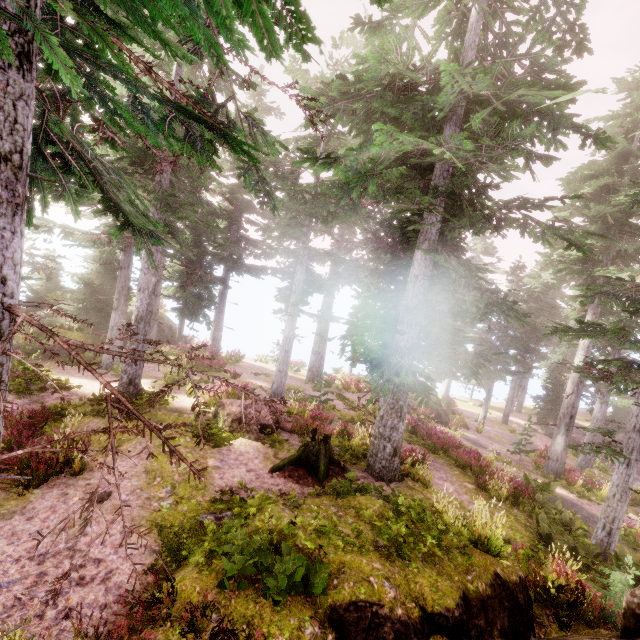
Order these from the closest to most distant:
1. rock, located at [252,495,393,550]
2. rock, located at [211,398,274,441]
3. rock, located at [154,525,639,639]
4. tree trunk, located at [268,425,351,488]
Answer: rock, located at [154,525,639,639] < rock, located at [252,495,393,550] < tree trunk, located at [268,425,351,488] < rock, located at [211,398,274,441]

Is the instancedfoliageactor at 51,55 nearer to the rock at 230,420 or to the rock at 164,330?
the rock at 164,330

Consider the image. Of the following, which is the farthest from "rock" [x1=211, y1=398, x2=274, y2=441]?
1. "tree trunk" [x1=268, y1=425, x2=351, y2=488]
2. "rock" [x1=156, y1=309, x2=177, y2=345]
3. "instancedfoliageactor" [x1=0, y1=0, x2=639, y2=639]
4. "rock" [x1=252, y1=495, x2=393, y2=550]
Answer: "rock" [x1=156, y1=309, x2=177, y2=345]

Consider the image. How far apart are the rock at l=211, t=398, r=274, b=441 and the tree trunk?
1.6 meters

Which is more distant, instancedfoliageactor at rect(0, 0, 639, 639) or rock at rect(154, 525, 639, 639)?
rock at rect(154, 525, 639, 639)

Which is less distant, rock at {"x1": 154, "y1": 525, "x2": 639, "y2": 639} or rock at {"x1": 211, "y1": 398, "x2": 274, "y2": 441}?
rock at {"x1": 154, "y1": 525, "x2": 639, "y2": 639}

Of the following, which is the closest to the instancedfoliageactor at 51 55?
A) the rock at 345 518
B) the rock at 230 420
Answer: the rock at 345 518

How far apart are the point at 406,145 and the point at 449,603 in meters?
9.3
